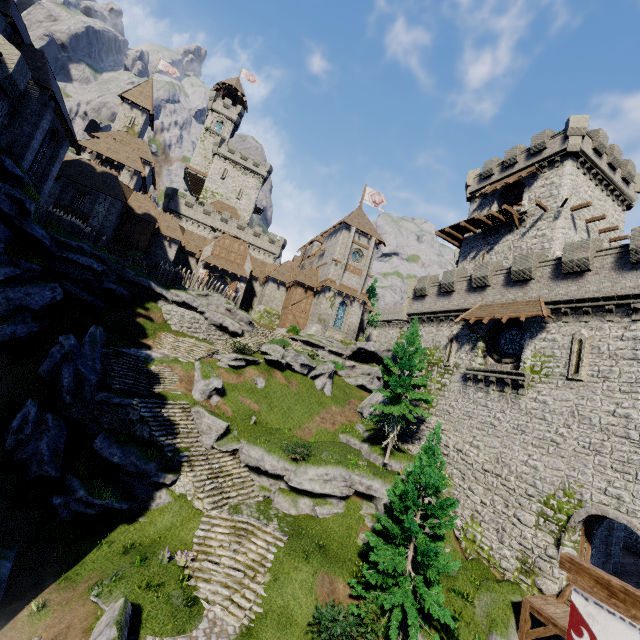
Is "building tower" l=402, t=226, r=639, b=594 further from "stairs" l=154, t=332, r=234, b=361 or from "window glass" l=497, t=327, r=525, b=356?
"stairs" l=154, t=332, r=234, b=361

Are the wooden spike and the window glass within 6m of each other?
no

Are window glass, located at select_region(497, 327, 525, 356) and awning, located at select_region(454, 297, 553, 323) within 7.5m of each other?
yes

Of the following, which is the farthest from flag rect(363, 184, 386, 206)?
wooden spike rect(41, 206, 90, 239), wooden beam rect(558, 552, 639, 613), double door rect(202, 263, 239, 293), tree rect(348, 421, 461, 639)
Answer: wooden beam rect(558, 552, 639, 613)

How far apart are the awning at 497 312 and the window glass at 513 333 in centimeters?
132cm

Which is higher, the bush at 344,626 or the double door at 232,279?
the double door at 232,279

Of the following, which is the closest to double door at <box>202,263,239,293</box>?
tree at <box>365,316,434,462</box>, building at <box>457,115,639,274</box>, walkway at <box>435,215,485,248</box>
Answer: tree at <box>365,316,434,462</box>

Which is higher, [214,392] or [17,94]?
[17,94]
